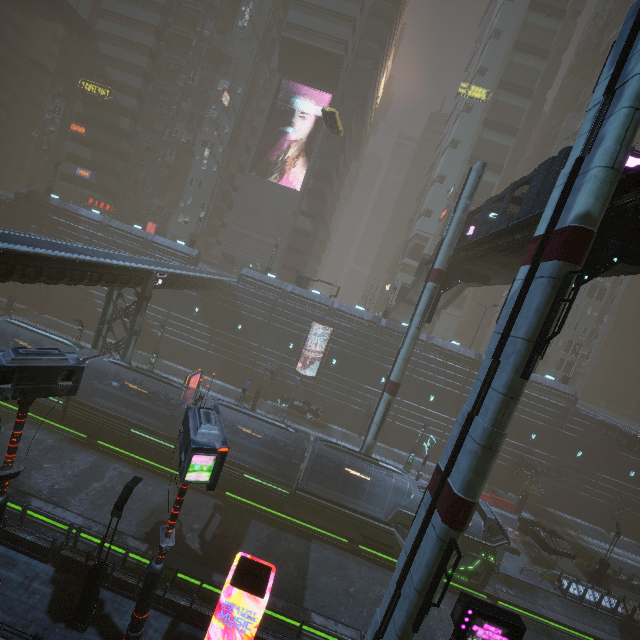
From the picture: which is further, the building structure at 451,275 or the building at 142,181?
the building at 142,181

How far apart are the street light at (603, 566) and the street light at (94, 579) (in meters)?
34.03

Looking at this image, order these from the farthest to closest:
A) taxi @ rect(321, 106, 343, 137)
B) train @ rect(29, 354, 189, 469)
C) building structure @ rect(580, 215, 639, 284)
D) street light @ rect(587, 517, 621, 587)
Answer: taxi @ rect(321, 106, 343, 137)
street light @ rect(587, 517, 621, 587)
train @ rect(29, 354, 189, 469)
building structure @ rect(580, 215, 639, 284)

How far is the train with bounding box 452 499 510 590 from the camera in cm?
2045

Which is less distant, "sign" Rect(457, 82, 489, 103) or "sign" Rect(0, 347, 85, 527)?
"sign" Rect(0, 347, 85, 527)

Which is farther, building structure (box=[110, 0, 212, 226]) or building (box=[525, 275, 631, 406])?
building structure (box=[110, 0, 212, 226])

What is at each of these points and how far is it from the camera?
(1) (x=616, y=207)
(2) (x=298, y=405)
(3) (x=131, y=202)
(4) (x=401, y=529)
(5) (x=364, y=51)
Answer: (1) bridge, 10.17m
(2) car, 37.03m
(3) building, 51.31m
(4) train, 20.86m
(5) building, 48.47m

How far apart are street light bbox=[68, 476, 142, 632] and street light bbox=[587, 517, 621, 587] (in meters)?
34.03
